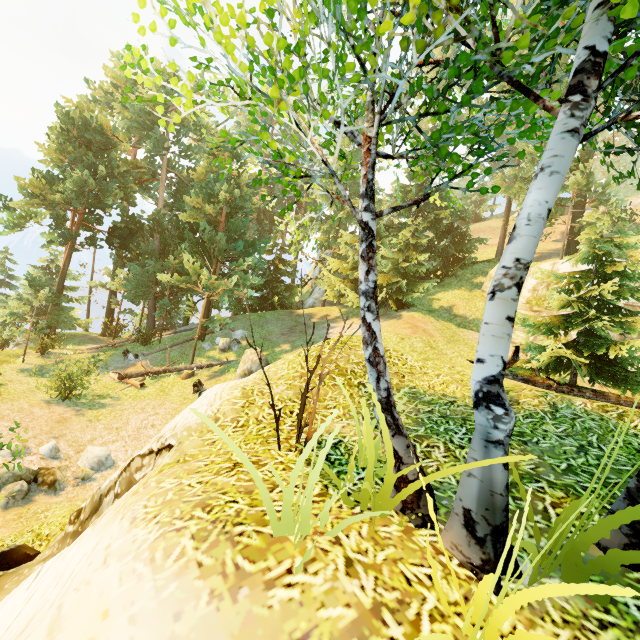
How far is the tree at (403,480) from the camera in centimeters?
284cm

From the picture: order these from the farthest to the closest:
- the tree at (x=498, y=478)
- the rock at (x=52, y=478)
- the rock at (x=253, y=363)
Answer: the rock at (x=253, y=363)
the rock at (x=52, y=478)
the tree at (x=498, y=478)

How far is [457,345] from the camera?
16.92m

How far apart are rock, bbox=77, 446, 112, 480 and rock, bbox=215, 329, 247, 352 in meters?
9.0

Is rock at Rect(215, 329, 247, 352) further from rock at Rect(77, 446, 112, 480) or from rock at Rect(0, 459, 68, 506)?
rock at Rect(0, 459, 68, 506)

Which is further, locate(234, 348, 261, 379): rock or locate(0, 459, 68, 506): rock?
locate(234, 348, 261, 379): rock

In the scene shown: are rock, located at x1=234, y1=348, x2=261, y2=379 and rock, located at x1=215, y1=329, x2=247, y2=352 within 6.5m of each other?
yes

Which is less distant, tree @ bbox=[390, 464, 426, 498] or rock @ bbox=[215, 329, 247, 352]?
tree @ bbox=[390, 464, 426, 498]
